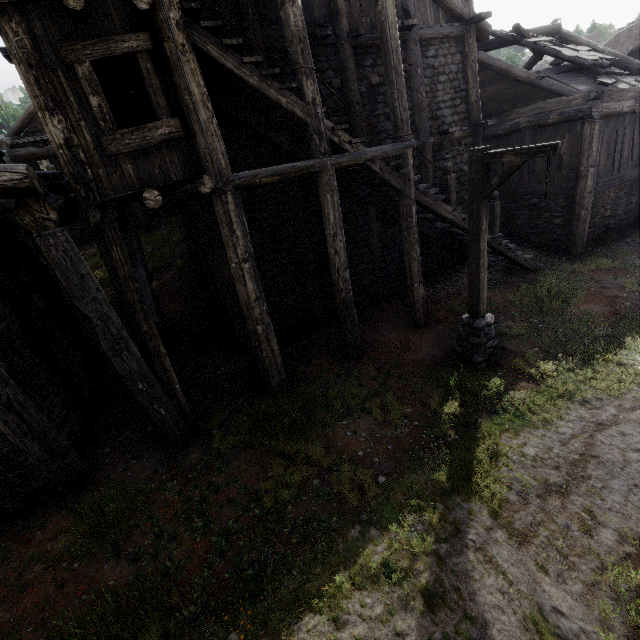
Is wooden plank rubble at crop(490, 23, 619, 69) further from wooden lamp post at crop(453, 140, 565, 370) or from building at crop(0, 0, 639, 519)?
wooden lamp post at crop(453, 140, 565, 370)

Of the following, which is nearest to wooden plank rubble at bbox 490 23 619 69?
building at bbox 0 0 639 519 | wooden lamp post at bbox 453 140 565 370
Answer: building at bbox 0 0 639 519

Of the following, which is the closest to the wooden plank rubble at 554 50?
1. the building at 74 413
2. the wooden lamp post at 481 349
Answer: the building at 74 413

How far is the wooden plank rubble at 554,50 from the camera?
11.4 meters

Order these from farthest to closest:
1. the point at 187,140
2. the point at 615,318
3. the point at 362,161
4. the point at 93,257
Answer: the point at 93,257 → the point at 615,318 → the point at 362,161 → the point at 187,140

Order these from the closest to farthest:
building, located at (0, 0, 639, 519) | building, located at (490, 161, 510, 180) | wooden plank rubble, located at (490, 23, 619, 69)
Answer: building, located at (0, 0, 639, 519), wooden plank rubble, located at (490, 23, 619, 69), building, located at (490, 161, 510, 180)
